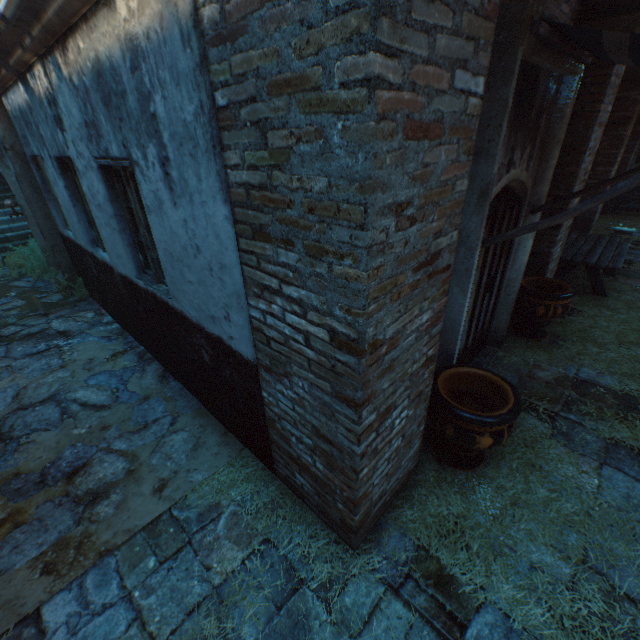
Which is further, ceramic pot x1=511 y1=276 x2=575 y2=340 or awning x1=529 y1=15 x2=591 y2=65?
ceramic pot x1=511 y1=276 x2=575 y2=340

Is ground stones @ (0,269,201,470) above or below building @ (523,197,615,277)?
below

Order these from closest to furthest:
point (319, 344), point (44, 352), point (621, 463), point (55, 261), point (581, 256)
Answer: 1. point (319, 344)
2. point (621, 463)
3. point (44, 352)
4. point (581, 256)
5. point (55, 261)

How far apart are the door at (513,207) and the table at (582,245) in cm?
273

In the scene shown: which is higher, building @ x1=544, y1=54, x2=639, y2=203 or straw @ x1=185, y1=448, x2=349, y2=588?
building @ x1=544, y1=54, x2=639, y2=203

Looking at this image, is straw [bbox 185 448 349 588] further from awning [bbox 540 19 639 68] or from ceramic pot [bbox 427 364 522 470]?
awning [bbox 540 19 639 68]

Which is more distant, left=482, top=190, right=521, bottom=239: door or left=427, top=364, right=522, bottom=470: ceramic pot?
left=482, top=190, right=521, bottom=239: door

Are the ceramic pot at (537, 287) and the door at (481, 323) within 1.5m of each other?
yes
